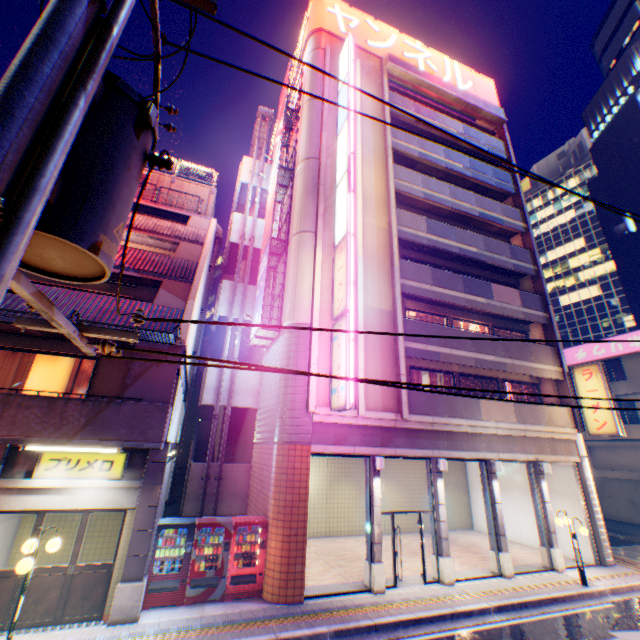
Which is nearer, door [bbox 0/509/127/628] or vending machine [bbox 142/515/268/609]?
door [bbox 0/509/127/628]

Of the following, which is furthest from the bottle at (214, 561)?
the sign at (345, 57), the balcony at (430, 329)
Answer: the balcony at (430, 329)

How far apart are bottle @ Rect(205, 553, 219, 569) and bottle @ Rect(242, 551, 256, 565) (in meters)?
0.74

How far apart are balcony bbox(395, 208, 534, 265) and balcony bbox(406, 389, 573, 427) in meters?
8.2

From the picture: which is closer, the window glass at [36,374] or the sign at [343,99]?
the window glass at [36,374]

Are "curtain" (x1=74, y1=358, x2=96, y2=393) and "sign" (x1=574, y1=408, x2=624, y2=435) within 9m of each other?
no

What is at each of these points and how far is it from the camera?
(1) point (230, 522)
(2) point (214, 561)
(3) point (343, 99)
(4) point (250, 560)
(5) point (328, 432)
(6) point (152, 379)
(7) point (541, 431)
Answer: (1) vending machine, 10.3m
(2) bottle, 9.9m
(3) sign, 17.0m
(4) bottle, 10.3m
(5) balcony, 11.8m
(6) pylon, 9.6m
(7) concrete block, 15.4m

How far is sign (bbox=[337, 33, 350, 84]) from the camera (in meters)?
17.02
